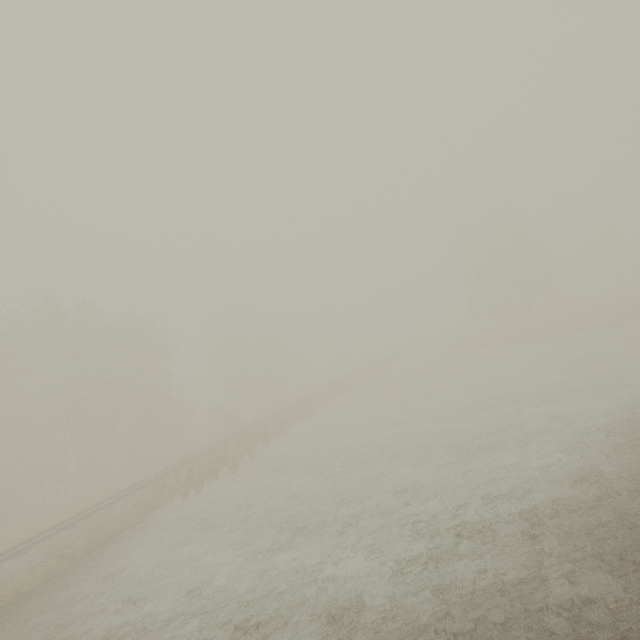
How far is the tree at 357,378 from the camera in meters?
37.7

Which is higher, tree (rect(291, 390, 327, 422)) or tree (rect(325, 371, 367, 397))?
tree (rect(325, 371, 367, 397))

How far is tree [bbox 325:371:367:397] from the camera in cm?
3766

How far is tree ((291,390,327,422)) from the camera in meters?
29.7 m

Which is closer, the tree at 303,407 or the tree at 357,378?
the tree at 303,407

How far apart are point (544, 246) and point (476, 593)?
50.5m

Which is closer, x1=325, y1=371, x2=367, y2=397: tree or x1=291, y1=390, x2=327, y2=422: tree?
x1=291, y1=390, x2=327, y2=422: tree
